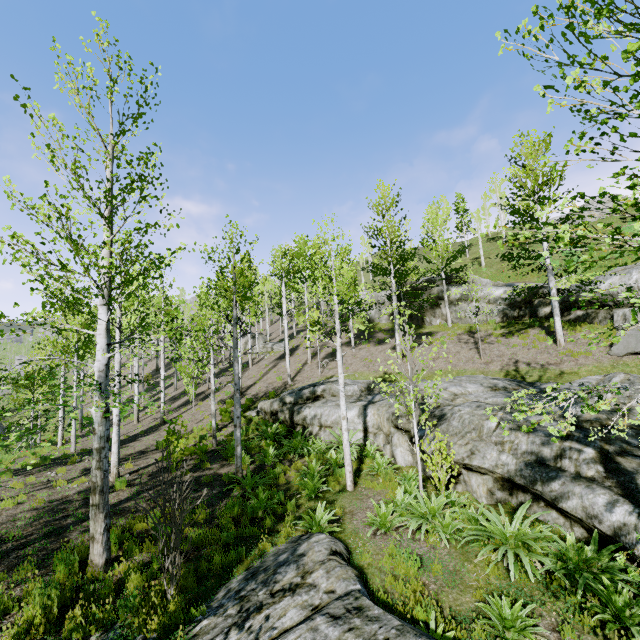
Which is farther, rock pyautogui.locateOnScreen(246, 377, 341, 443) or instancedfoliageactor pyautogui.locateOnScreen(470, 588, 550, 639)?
rock pyautogui.locateOnScreen(246, 377, 341, 443)

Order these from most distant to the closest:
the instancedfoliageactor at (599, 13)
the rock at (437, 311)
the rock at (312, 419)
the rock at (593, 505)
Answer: the rock at (437, 311) < the rock at (312, 419) < the rock at (593, 505) < the instancedfoliageactor at (599, 13)

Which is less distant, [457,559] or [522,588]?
[522,588]

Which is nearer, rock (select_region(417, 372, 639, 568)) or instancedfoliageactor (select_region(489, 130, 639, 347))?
instancedfoliageactor (select_region(489, 130, 639, 347))

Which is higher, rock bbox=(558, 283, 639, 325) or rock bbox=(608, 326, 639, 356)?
rock bbox=(558, 283, 639, 325)

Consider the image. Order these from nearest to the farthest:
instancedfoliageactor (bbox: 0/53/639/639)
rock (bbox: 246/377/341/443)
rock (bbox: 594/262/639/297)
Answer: instancedfoliageactor (bbox: 0/53/639/639) → rock (bbox: 246/377/341/443) → rock (bbox: 594/262/639/297)

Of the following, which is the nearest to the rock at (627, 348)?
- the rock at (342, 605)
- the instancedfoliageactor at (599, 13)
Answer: the instancedfoliageactor at (599, 13)

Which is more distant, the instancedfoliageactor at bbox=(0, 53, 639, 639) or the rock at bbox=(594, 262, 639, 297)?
the rock at bbox=(594, 262, 639, 297)
